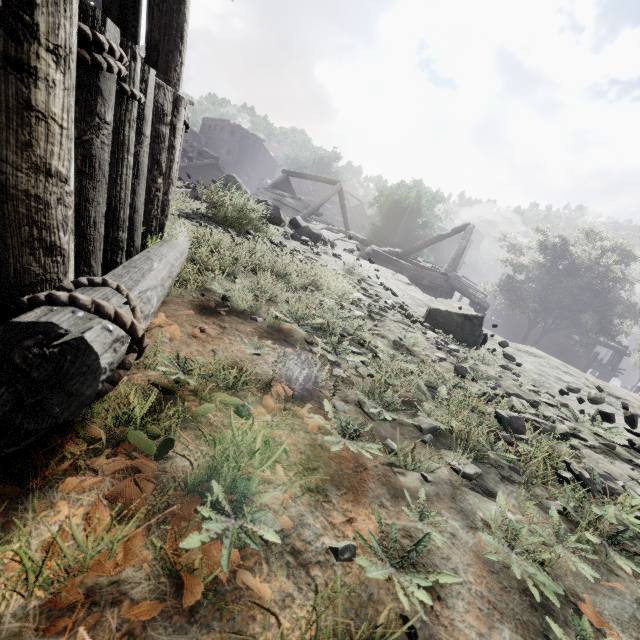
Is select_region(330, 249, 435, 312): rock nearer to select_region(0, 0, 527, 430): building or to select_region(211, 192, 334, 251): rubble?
select_region(0, 0, 527, 430): building

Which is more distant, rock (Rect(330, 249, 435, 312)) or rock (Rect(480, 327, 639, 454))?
rock (Rect(330, 249, 435, 312))

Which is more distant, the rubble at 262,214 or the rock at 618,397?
the rubble at 262,214

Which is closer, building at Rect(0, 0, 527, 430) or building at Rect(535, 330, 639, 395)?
building at Rect(0, 0, 527, 430)

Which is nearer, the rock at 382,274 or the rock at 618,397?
the rock at 618,397

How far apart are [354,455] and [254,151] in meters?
63.8 m

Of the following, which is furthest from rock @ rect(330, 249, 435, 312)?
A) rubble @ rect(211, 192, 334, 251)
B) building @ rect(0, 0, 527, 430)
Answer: rubble @ rect(211, 192, 334, 251)
